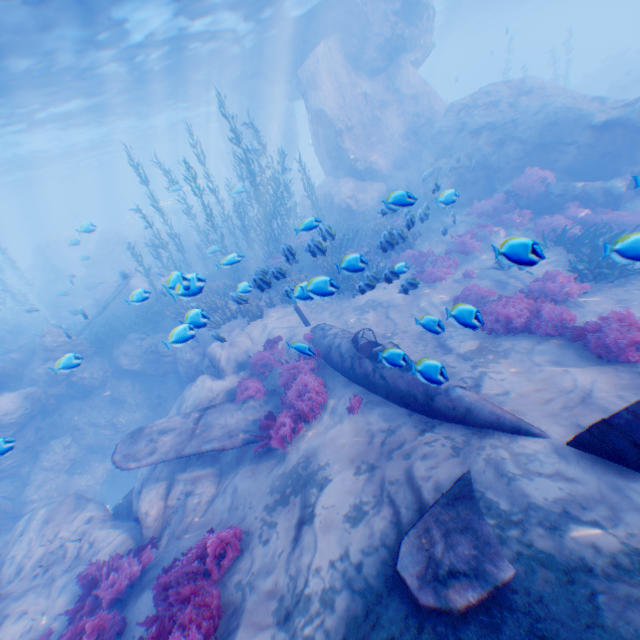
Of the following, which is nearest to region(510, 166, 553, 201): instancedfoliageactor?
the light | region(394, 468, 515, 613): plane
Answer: region(394, 468, 515, 613): plane

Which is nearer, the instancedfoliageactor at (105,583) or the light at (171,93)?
the instancedfoliageactor at (105,583)

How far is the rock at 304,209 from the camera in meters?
23.3

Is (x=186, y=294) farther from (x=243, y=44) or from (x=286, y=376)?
(x=243, y=44)

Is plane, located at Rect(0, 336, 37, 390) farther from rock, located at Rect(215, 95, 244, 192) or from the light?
the light

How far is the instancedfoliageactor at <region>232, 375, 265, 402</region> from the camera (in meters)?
9.34

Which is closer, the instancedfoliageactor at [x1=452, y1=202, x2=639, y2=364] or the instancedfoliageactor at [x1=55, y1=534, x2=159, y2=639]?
the instancedfoliageactor at [x1=55, y1=534, x2=159, y2=639]

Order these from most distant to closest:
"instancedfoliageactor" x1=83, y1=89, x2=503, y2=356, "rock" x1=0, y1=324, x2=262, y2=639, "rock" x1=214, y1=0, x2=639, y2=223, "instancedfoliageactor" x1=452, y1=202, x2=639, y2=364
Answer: "rock" x1=214, y1=0, x2=639, y2=223
"instancedfoliageactor" x1=83, y1=89, x2=503, y2=356
"rock" x1=0, y1=324, x2=262, y2=639
"instancedfoliageactor" x1=452, y1=202, x2=639, y2=364
